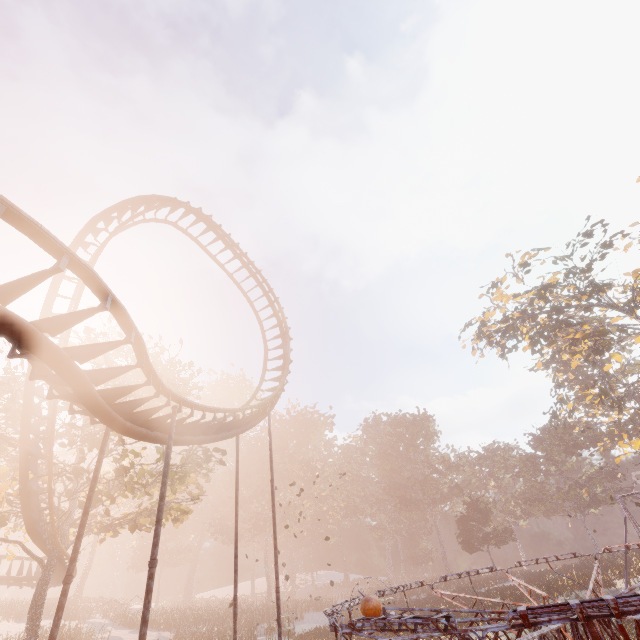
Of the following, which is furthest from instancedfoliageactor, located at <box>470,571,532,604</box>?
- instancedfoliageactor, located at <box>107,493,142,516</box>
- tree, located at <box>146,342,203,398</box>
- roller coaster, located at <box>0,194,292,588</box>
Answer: roller coaster, located at <box>0,194,292,588</box>

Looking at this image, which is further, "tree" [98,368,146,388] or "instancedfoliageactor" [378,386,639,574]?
"instancedfoliageactor" [378,386,639,574]

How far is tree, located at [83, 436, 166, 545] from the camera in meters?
16.9 m

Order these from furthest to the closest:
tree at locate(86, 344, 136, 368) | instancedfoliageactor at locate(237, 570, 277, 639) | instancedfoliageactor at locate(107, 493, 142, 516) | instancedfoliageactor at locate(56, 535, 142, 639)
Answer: instancedfoliageactor at locate(107, 493, 142, 516)
instancedfoliageactor at locate(237, 570, 277, 639)
instancedfoliageactor at locate(56, 535, 142, 639)
tree at locate(86, 344, 136, 368)

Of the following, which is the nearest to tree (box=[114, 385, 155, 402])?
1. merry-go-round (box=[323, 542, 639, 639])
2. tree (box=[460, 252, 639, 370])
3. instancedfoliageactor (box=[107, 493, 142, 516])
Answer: instancedfoliageactor (box=[107, 493, 142, 516])

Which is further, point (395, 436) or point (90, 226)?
point (395, 436)

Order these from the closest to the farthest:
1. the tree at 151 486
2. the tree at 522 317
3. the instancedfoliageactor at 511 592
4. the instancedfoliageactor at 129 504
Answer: the tree at 151 486 < the instancedfoliageactor at 511 592 < the tree at 522 317 < the instancedfoliageactor at 129 504

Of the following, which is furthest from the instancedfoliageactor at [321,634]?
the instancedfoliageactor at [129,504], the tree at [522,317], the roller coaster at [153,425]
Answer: the tree at [522,317]
